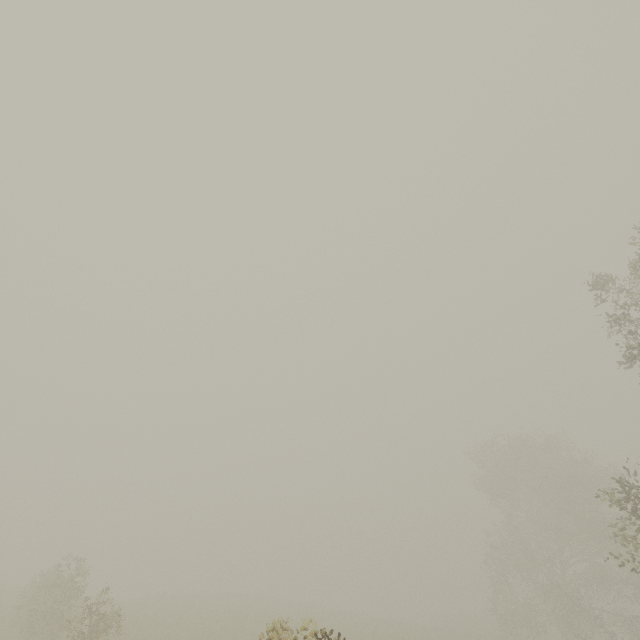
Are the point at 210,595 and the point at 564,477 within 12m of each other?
no
